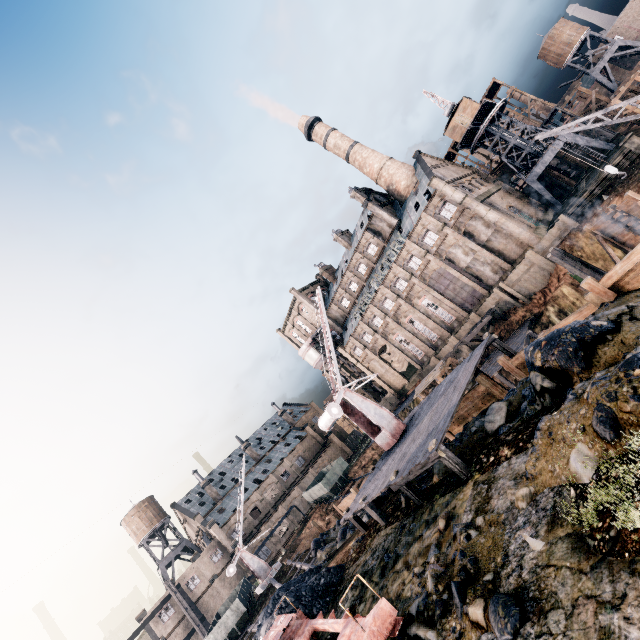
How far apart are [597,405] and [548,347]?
4.4 meters

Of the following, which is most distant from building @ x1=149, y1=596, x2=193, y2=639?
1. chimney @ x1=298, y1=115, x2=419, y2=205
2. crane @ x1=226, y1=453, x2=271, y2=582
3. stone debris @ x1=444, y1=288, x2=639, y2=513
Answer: stone debris @ x1=444, y1=288, x2=639, y2=513

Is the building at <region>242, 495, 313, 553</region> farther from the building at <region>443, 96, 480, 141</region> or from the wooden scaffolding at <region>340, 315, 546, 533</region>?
the building at <region>443, 96, 480, 141</region>

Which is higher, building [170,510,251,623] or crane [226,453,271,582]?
building [170,510,251,623]

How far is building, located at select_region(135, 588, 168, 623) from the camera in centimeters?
4728cm

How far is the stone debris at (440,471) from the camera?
13.0m

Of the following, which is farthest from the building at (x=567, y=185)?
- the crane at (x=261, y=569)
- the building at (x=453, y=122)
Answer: the crane at (x=261, y=569)

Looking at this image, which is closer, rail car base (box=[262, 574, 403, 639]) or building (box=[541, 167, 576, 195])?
rail car base (box=[262, 574, 403, 639])
